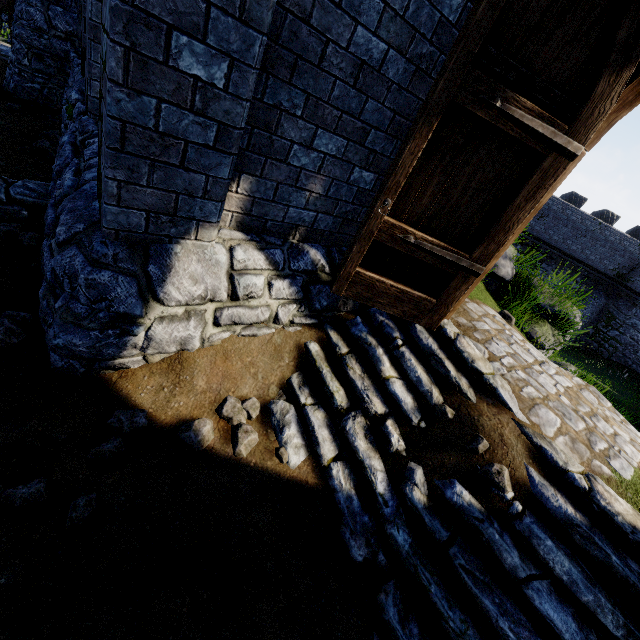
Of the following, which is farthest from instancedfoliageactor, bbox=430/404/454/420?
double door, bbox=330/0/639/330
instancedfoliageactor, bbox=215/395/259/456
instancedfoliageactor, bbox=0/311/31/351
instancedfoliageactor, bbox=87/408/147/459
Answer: instancedfoliageactor, bbox=0/311/31/351

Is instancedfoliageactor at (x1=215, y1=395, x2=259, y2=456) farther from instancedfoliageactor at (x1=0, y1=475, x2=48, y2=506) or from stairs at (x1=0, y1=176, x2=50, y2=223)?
stairs at (x1=0, y1=176, x2=50, y2=223)

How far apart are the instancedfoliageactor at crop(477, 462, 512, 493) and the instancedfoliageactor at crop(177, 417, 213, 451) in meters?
2.4 m

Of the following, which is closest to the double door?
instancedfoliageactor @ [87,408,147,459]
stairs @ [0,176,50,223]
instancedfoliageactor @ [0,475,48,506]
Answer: instancedfoliageactor @ [87,408,147,459]

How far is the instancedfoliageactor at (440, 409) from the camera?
3.2m

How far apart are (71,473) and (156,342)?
1.1m

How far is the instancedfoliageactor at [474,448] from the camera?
2.94m

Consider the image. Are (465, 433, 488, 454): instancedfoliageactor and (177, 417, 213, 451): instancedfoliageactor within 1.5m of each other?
no
